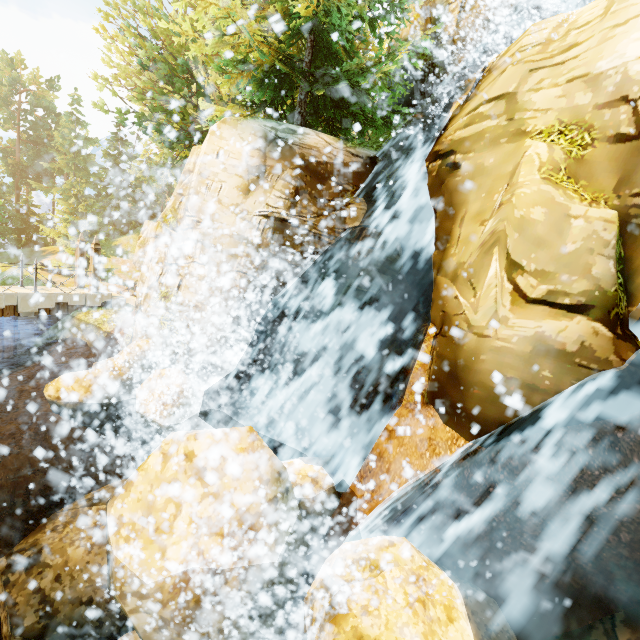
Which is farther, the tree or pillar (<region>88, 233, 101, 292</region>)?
pillar (<region>88, 233, 101, 292</region>)

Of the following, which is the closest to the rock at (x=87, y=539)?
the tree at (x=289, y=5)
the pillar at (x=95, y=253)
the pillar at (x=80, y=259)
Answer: the tree at (x=289, y=5)

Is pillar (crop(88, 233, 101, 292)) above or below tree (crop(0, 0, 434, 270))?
below

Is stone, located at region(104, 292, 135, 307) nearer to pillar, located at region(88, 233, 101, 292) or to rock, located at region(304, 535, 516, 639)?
pillar, located at region(88, 233, 101, 292)

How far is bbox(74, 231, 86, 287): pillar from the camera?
15.52m

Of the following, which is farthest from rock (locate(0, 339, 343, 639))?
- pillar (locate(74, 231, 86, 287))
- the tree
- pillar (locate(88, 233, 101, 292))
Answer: pillar (locate(74, 231, 86, 287))

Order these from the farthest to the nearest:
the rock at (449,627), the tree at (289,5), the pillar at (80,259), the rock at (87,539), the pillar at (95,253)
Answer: Result:
1. the pillar at (80,259)
2. the pillar at (95,253)
3. the tree at (289,5)
4. the rock at (87,539)
5. the rock at (449,627)

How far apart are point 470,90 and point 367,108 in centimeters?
311cm
